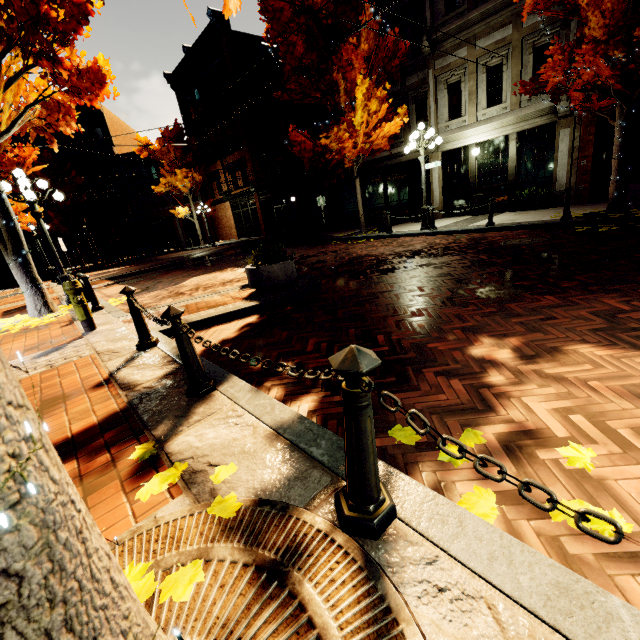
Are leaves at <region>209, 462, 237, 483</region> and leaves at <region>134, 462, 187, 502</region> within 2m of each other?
yes

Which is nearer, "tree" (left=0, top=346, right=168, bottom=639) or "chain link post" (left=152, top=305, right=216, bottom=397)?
"tree" (left=0, top=346, right=168, bottom=639)

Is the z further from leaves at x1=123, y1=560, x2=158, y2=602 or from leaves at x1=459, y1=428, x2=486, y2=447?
leaves at x1=459, y1=428, x2=486, y2=447

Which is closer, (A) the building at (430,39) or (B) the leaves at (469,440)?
(B) the leaves at (469,440)

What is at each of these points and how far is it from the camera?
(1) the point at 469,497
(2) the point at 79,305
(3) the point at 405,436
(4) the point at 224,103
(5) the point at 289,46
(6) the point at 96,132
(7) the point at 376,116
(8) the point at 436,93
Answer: (1) leaves, 1.69m
(2) fire hydrant, 5.72m
(3) leaves, 2.19m
(4) building, 24.88m
(5) tree, 11.92m
(6) building, 31.12m
(7) tree, 12.22m
(8) building, 14.14m

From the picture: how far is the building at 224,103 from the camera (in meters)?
20.14

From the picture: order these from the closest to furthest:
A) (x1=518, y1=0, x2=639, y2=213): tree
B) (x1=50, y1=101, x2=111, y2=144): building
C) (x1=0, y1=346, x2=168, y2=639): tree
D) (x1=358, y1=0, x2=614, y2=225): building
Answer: (x1=0, y1=346, x2=168, y2=639): tree
(x1=518, y1=0, x2=639, y2=213): tree
(x1=358, y1=0, x2=614, y2=225): building
(x1=50, y1=101, x2=111, y2=144): building

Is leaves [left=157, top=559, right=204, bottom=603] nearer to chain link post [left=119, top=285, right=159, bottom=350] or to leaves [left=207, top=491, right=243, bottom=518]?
leaves [left=207, top=491, right=243, bottom=518]
